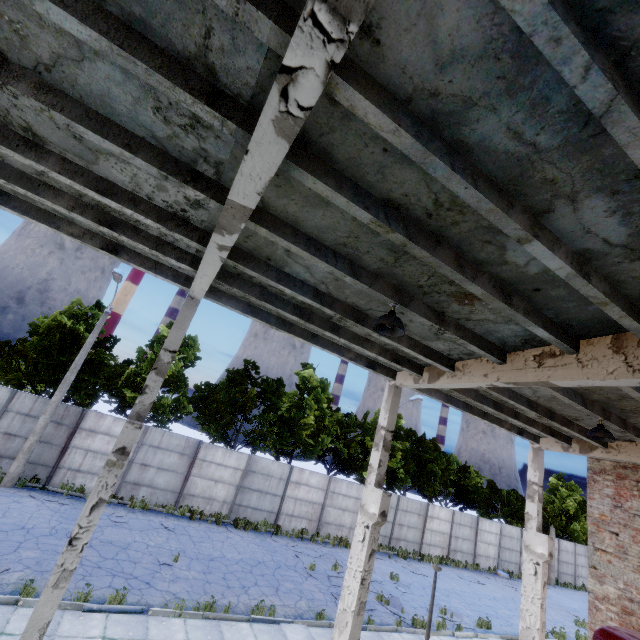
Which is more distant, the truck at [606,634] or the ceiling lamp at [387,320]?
the truck at [606,634]

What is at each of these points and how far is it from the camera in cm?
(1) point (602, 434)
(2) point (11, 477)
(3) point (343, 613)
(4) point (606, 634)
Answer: (1) ceiling lamp, 758
(2) lamp post, 1391
(3) column beam, 742
(4) truck, 653

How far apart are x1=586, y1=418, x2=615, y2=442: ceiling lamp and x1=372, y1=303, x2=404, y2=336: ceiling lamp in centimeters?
620cm

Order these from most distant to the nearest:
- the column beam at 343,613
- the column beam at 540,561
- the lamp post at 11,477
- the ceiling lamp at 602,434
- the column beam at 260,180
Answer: the lamp post at 11,477 → the column beam at 540,561 → the ceiling lamp at 602,434 → the column beam at 343,613 → the column beam at 260,180

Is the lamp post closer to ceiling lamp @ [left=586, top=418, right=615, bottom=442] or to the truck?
the truck

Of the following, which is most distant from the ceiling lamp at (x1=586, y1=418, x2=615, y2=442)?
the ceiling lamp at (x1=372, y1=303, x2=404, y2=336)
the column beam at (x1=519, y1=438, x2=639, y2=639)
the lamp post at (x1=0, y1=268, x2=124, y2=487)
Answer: the lamp post at (x1=0, y1=268, x2=124, y2=487)

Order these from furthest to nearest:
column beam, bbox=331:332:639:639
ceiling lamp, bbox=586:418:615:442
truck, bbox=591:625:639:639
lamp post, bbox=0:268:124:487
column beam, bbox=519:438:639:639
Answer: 1. lamp post, bbox=0:268:124:487
2. column beam, bbox=519:438:639:639
3. ceiling lamp, bbox=586:418:615:442
4. truck, bbox=591:625:639:639
5. column beam, bbox=331:332:639:639

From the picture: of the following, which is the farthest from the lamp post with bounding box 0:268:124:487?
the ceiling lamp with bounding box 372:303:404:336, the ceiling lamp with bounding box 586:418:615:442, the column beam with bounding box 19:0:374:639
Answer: the ceiling lamp with bounding box 586:418:615:442
